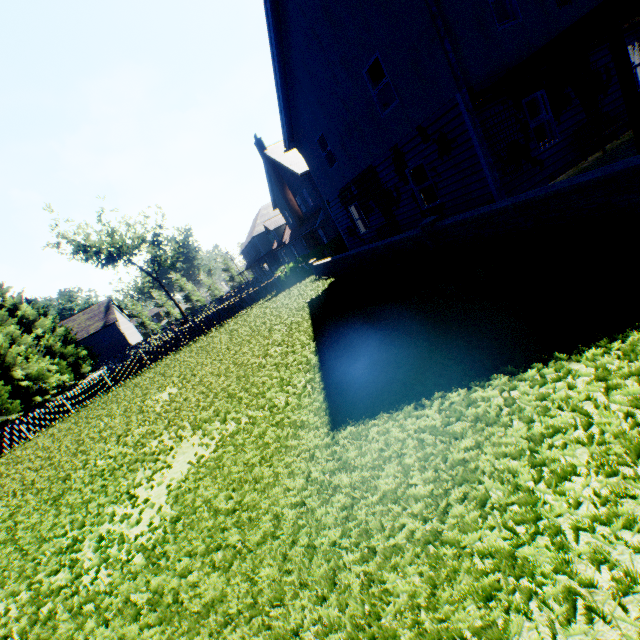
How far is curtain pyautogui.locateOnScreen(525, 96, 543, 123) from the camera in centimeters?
981cm

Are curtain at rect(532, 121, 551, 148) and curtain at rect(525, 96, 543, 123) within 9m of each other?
yes

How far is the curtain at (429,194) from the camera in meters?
11.6

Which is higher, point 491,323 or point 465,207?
point 465,207

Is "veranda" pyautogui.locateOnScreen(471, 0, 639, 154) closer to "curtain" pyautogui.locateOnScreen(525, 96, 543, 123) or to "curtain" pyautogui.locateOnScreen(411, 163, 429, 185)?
"curtain" pyautogui.locateOnScreen(525, 96, 543, 123)

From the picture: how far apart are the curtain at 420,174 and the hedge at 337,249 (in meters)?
11.05

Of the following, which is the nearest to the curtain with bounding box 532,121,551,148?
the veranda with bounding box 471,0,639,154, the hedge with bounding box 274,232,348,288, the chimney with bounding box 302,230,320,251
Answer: the veranda with bounding box 471,0,639,154

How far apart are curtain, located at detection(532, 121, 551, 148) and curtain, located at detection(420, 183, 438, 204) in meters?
2.6
